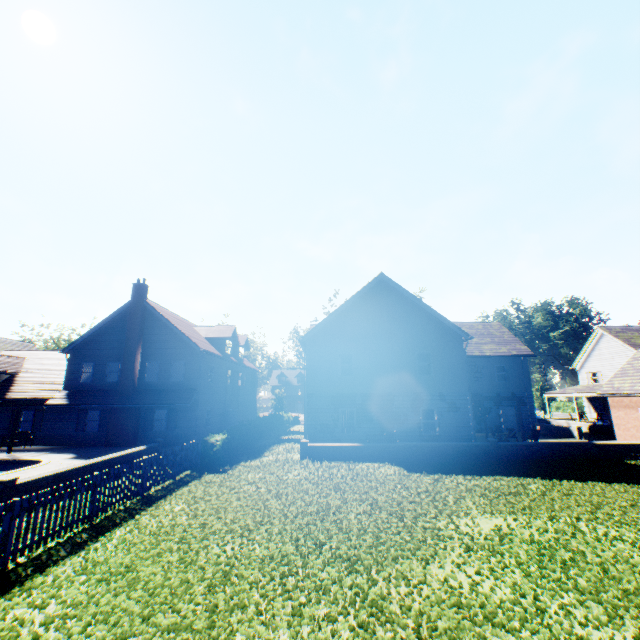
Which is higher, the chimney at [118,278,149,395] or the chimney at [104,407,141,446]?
the chimney at [118,278,149,395]

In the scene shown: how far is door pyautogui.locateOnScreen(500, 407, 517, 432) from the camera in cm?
2844

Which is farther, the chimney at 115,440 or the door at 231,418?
the door at 231,418

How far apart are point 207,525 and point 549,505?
10.02m

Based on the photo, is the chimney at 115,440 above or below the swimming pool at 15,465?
above

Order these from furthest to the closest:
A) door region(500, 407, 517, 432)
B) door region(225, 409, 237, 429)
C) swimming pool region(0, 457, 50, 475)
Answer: door region(225, 409, 237, 429) → door region(500, 407, 517, 432) → swimming pool region(0, 457, 50, 475)

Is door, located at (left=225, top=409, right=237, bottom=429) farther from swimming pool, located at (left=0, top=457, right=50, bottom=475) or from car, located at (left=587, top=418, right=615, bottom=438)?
car, located at (left=587, top=418, right=615, bottom=438)

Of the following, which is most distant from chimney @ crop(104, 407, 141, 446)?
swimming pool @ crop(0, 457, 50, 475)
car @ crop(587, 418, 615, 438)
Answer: car @ crop(587, 418, 615, 438)
